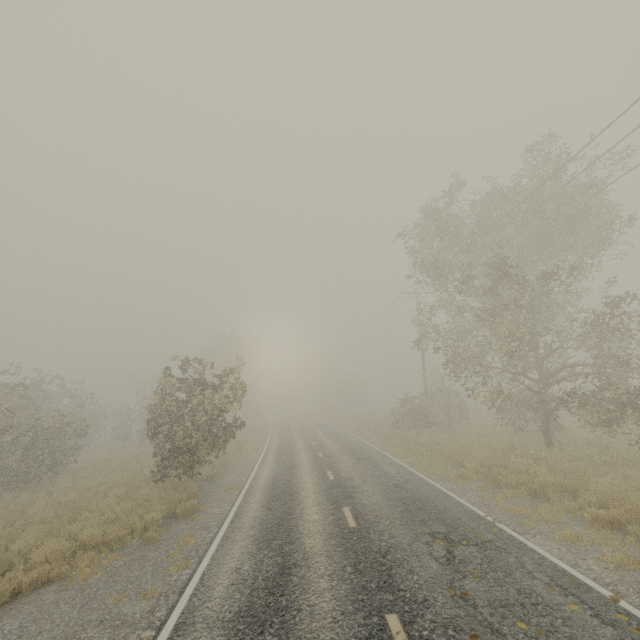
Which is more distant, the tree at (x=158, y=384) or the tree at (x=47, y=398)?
the tree at (x=47, y=398)

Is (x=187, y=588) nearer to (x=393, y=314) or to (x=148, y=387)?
(x=393, y=314)

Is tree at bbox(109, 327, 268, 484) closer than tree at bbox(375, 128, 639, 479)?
No

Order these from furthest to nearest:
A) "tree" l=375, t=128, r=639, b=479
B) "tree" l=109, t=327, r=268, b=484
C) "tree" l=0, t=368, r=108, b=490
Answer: "tree" l=0, t=368, r=108, b=490 < "tree" l=109, t=327, r=268, b=484 < "tree" l=375, t=128, r=639, b=479

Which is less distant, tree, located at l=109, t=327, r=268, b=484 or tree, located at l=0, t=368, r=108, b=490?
tree, located at l=109, t=327, r=268, b=484

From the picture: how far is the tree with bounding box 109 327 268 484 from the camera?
13.6m

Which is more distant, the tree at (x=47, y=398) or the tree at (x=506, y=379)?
the tree at (x=47, y=398)
